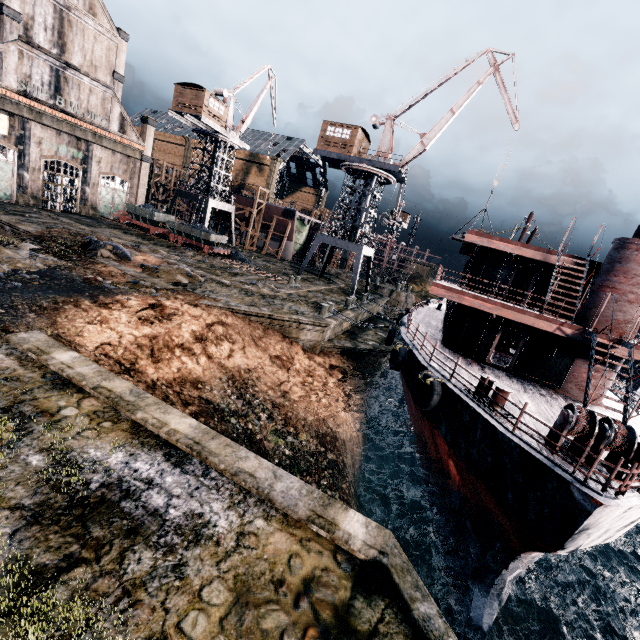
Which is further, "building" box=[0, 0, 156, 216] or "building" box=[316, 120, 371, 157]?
"building" box=[316, 120, 371, 157]

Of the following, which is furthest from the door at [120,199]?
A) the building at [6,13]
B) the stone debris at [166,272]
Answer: the stone debris at [166,272]

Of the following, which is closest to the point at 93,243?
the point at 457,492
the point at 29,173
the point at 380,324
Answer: the point at 29,173

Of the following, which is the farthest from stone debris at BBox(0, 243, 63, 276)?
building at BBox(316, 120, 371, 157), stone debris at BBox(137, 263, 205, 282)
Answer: building at BBox(316, 120, 371, 157)

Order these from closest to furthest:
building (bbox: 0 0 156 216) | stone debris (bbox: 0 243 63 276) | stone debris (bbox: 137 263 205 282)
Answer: stone debris (bbox: 0 243 63 276), stone debris (bbox: 137 263 205 282), building (bbox: 0 0 156 216)

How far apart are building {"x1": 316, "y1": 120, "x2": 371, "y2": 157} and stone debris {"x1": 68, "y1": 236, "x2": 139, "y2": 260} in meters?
23.3 m

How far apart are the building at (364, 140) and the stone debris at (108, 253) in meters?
23.3

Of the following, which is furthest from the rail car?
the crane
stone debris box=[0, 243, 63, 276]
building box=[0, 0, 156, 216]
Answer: stone debris box=[0, 243, 63, 276]
